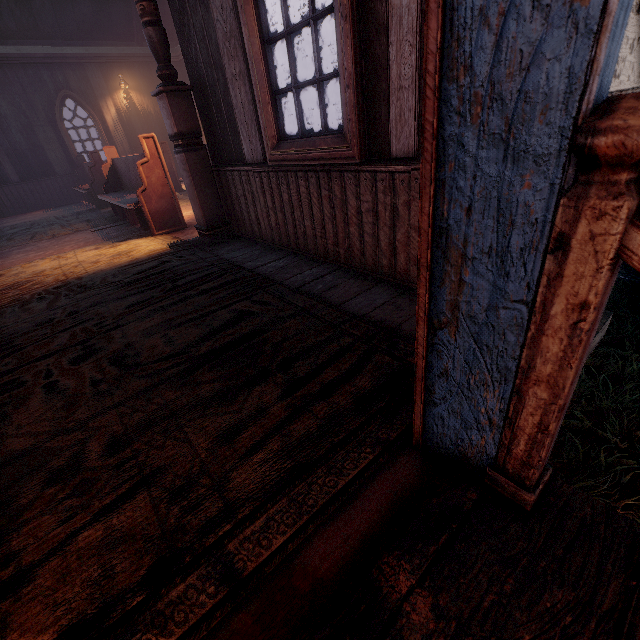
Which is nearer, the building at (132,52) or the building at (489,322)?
the building at (489,322)

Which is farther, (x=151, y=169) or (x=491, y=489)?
(x=151, y=169)

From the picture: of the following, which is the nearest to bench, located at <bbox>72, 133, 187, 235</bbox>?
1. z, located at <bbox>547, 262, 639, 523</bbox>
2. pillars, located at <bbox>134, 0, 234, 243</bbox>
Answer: pillars, located at <bbox>134, 0, 234, 243</bbox>

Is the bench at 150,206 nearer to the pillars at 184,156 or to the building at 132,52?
the building at 132,52

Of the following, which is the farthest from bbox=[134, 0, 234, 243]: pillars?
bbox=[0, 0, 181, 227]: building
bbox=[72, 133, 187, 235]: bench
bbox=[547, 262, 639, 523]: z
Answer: bbox=[547, 262, 639, 523]: z

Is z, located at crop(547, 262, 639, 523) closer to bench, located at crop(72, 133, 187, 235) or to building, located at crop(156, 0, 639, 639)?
building, located at crop(156, 0, 639, 639)

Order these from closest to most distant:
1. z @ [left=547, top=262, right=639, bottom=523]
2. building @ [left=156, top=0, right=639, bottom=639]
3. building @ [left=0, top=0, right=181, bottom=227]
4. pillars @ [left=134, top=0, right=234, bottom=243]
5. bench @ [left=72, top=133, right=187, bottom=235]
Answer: building @ [left=156, top=0, right=639, bottom=639] → z @ [left=547, top=262, right=639, bottom=523] → pillars @ [left=134, top=0, right=234, bottom=243] → bench @ [left=72, top=133, right=187, bottom=235] → building @ [left=0, top=0, right=181, bottom=227]
